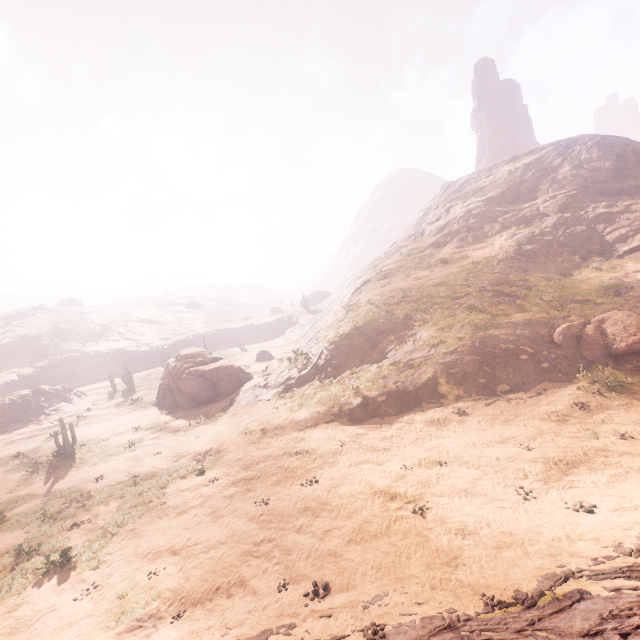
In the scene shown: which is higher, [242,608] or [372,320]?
[372,320]

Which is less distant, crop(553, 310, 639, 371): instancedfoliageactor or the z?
the z

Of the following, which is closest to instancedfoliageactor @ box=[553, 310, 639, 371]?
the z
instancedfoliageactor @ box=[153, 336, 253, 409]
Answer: the z

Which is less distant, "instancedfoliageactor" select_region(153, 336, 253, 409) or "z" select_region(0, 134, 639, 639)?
"z" select_region(0, 134, 639, 639)

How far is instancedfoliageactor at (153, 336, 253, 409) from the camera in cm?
2927

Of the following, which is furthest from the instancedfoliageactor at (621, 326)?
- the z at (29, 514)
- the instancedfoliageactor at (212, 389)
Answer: the instancedfoliageactor at (212, 389)

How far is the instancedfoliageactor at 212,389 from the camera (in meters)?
29.27

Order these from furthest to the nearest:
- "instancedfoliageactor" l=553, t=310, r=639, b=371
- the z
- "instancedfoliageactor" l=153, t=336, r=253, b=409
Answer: "instancedfoliageactor" l=153, t=336, r=253, b=409
"instancedfoliageactor" l=553, t=310, r=639, b=371
the z
